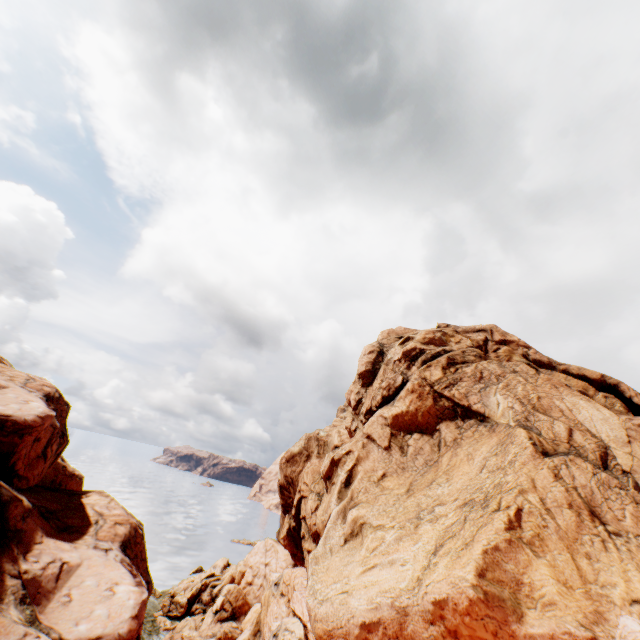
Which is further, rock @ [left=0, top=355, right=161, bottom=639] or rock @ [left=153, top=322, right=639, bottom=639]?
rock @ [left=0, top=355, right=161, bottom=639]

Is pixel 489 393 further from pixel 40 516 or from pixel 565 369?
pixel 40 516

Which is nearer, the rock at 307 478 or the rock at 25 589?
the rock at 307 478
